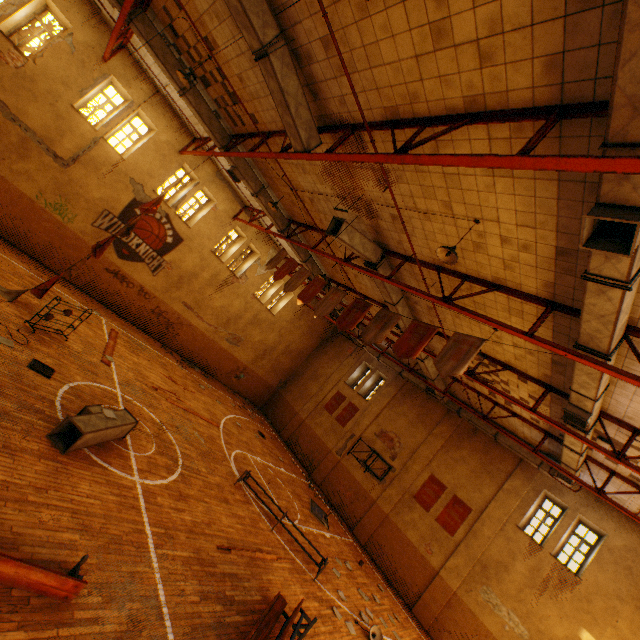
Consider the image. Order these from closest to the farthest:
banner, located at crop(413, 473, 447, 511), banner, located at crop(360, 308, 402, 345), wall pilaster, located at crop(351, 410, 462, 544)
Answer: banner, located at crop(360, 308, 402, 345) < banner, located at crop(413, 473, 447, 511) < wall pilaster, located at crop(351, 410, 462, 544)

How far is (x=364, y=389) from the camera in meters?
22.0 m

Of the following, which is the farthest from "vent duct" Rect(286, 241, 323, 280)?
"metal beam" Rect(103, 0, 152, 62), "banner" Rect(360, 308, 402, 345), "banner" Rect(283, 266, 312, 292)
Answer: "banner" Rect(360, 308, 402, 345)

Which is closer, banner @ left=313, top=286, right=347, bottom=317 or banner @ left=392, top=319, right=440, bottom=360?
banner @ left=392, top=319, right=440, bottom=360

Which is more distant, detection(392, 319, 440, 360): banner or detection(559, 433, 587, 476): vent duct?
detection(559, 433, 587, 476): vent duct

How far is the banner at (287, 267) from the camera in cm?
1225

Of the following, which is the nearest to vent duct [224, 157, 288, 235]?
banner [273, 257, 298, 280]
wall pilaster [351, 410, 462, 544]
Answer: wall pilaster [351, 410, 462, 544]

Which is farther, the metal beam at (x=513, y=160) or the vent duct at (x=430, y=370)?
the vent duct at (x=430, y=370)
